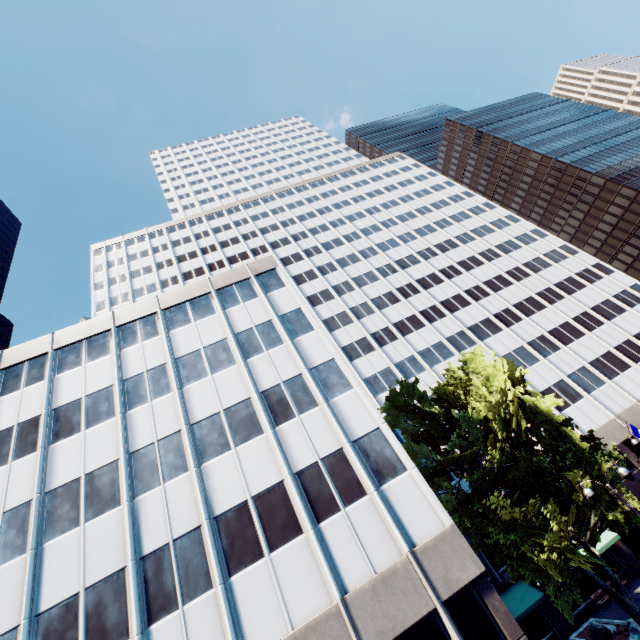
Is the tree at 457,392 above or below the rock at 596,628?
above

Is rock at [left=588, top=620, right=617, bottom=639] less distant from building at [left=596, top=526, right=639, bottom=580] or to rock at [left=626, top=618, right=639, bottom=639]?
rock at [left=626, top=618, right=639, bottom=639]

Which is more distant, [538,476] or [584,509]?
[538,476]

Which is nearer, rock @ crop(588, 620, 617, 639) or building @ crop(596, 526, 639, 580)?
rock @ crop(588, 620, 617, 639)

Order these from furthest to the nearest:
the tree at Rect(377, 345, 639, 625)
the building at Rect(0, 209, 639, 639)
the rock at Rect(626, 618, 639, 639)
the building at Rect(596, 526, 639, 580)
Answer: the building at Rect(596, 526, 639, 580), the rock at Rect(626, 618, 639, 639), the tree at Rect(377, 345, 639, 625), the building at Rect(0, 209, 639, 639)

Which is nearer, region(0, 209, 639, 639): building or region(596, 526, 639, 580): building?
region(0, 209, 639, 639): building

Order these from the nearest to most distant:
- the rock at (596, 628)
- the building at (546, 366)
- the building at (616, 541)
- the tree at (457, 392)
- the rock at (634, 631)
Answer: the building at (546, 366), the tree at (457, 392), the rock at (634, 631), the rock at (596, 628), the building at (616, 541)

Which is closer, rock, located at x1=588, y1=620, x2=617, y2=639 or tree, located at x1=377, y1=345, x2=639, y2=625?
tree, located at x1=377, y1=345, x2=639, y2=625
